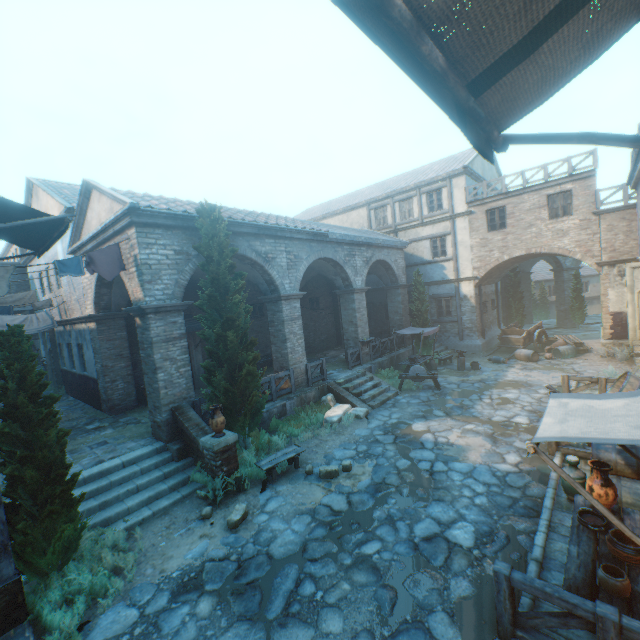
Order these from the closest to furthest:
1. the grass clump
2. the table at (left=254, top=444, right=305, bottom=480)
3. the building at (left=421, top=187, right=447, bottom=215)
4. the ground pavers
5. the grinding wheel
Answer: the grass clump, the table at (left=254, top=444, right=305, bottom=480), the grinding wheel, the ground pavers, the building at (left=421, top=187, right=447, bottom=215)

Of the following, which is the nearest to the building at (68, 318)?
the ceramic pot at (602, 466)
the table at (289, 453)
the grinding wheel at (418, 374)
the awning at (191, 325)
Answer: → the ceramic pot at (602, 466)

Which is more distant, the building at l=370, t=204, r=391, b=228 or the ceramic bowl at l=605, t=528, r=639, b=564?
the building at l=370, t=204, r=391, b=228

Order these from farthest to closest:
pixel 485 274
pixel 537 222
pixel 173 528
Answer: pixel 485 274, pixel 537 222, pixel 173 528

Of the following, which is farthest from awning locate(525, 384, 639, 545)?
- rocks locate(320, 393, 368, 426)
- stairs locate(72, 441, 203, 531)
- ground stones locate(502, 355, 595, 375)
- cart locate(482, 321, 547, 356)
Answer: cart locate(482, 321, 547, 356)

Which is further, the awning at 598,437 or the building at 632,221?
the building at 632,221

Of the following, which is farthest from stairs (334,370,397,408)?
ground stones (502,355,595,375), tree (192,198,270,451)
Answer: tree (192,198,270,451)

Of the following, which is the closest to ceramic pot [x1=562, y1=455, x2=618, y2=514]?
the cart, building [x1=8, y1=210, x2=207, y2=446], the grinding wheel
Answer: building [x1=8, y1=210, x2=207, y2=446]
